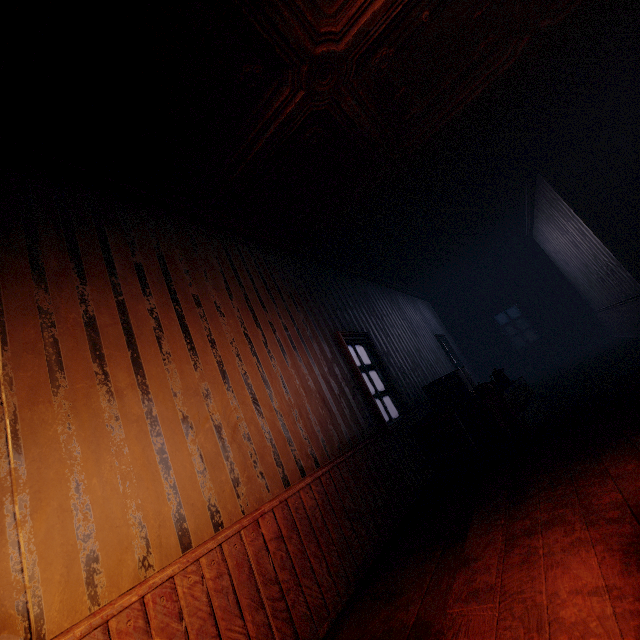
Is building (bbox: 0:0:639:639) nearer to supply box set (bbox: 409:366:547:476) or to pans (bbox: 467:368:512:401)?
supply box set (bbox: 409:366:547:476)

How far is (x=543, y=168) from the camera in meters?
6.2

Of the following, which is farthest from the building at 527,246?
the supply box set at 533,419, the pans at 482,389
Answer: the pans at 482,389

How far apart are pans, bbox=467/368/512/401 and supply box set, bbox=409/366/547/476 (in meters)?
0.03

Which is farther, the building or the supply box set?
the supply box set

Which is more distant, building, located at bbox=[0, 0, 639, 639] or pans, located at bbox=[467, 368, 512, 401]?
pans, located at bbox=[467, 368, 512, 401]

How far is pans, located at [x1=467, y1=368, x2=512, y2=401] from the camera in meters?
4.4

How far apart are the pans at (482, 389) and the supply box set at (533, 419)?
0.0m
